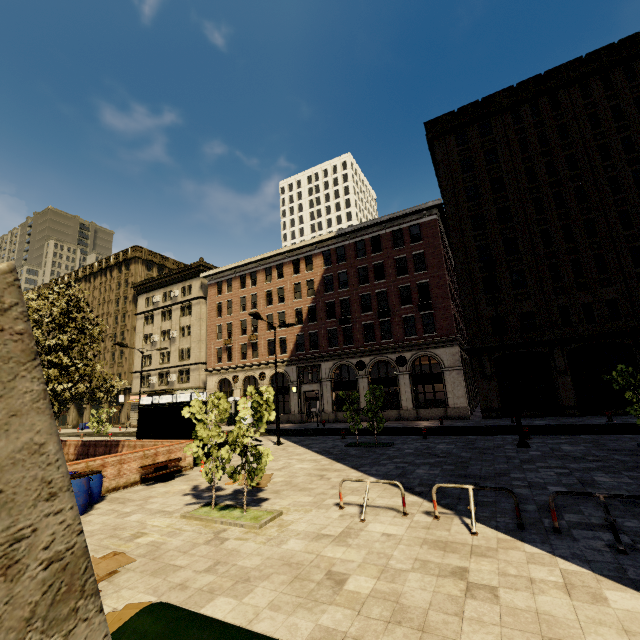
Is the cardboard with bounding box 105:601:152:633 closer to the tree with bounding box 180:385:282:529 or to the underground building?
the underground building

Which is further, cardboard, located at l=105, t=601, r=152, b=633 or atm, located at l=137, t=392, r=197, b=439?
atm, located at l=137, t=392, r=197, b=439

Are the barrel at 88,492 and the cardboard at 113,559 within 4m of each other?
yes

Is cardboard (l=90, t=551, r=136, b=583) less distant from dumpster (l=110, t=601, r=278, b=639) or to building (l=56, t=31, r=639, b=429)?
dumpster (l=110, t=601, r=278, b=639)

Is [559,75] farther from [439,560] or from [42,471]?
[42,471]

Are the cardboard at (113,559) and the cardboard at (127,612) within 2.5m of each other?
yes

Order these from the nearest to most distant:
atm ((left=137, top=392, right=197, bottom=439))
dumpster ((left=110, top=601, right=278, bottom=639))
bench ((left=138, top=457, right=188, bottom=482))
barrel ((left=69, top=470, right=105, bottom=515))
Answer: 1. dumpster ((left=110, top=601, right=278, bottom=639))
2. barrel ((left=69, top=470, right=105, bottom=515))
3. bench ((left=138, top=457, right=188, bottom=482))
4. atm ((left=137, top=392, right=197, bottom=439))

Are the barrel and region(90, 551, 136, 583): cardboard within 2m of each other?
no
